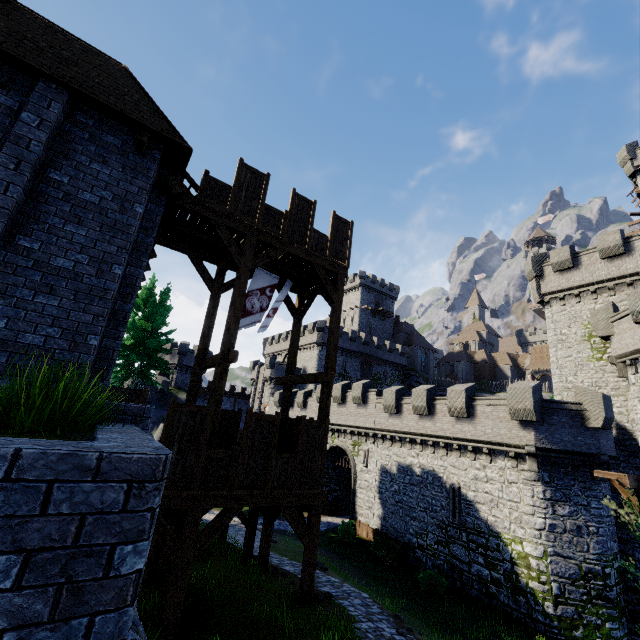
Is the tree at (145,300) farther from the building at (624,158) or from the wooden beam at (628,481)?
the building at (624,158)

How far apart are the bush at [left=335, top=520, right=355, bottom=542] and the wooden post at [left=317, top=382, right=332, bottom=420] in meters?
17.2

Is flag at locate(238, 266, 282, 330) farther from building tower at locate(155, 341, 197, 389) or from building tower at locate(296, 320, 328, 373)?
building tower at locate(155, 341, 197, 389)

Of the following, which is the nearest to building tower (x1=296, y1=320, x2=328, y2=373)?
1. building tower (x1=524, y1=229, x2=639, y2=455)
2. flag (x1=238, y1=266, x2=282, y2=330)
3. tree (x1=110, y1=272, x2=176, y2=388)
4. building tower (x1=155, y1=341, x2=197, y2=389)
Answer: building tower (x1=155, y1=341, x2=197, y2=389)

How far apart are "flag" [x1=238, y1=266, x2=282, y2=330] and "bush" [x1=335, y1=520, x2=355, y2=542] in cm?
1940

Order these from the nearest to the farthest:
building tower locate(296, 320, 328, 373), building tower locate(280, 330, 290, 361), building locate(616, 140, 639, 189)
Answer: building locate(616, 140, 639, 189) < building tower locate(296, 320, 328, 373) < building tower locate(280, 330, 290, 361)

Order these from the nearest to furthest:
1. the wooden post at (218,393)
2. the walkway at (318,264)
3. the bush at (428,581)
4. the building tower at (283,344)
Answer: the wooden post at (218,393)
the walkway at (318,264)
the bush at (428,581)
the building tower at (283,344)

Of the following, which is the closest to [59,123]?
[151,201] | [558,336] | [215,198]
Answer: [151,201]
